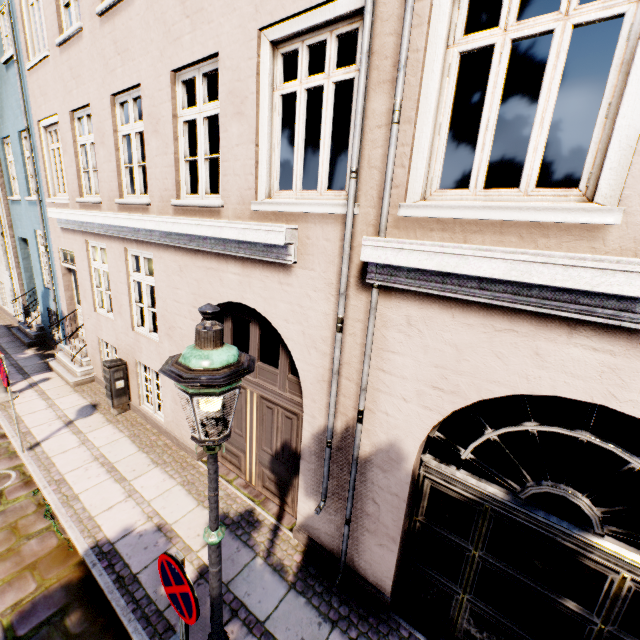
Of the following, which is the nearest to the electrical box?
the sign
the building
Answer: the building

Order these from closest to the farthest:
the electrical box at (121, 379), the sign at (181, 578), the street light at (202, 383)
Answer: the street light at (202, 383)
the sign at (181, 578)
the electrical box at (121, 379)

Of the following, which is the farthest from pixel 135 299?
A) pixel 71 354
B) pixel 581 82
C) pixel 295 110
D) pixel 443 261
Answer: pixel 581 82

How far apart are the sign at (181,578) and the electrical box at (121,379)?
5.5m

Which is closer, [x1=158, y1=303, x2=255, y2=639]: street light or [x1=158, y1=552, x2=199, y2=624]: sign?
[x1=158, y1=303, x2=255, y2=639]: street light

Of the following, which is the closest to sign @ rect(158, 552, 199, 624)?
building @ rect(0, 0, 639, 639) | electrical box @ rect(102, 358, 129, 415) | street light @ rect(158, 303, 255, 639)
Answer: street light @ rect(158, 303, 255, 639)

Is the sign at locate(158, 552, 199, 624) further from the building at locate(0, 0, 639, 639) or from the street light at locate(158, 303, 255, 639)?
the building at locate(0, 0, 639, 639)

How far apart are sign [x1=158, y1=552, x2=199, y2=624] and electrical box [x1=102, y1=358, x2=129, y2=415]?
5.5 meters
